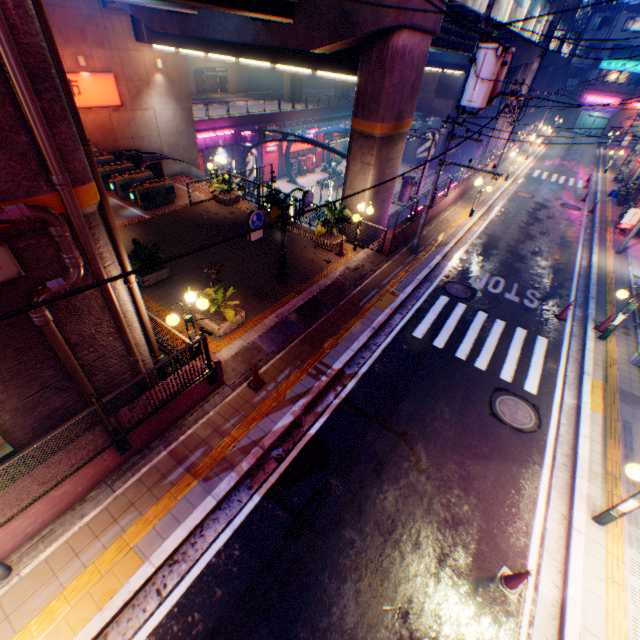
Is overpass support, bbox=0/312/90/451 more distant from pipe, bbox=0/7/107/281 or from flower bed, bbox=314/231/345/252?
flower bed, bbox=314/231/345/252

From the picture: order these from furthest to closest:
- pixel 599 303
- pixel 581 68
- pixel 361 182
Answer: pixel 581 68 < pixel 361 182 < pixel 599 303

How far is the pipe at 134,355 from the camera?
6.2 meters

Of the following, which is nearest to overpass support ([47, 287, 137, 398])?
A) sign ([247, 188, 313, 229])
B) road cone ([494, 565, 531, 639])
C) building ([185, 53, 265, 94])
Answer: sign ([247, 188, 313, 229])

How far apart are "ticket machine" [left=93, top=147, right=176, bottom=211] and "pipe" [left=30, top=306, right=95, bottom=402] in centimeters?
1270cm

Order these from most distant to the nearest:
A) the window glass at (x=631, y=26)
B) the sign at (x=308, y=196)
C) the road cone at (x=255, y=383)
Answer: the window glass at (x=631, y=26) → the sign at (x=308, y=196) → the road cone at (x=255, y=383)

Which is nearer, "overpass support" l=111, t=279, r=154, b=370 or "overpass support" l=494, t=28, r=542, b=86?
"overpass support" l=111, t=279, r=154, b=370

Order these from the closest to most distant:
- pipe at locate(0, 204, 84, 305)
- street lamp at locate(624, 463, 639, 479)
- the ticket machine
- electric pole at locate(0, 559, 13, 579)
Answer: pipe at locate(0, 204, 84, 305)
electric pole at locate(0, 559, 13, 579)
street lamp at locate(624, 463, 639, 479)
the ticket machine
